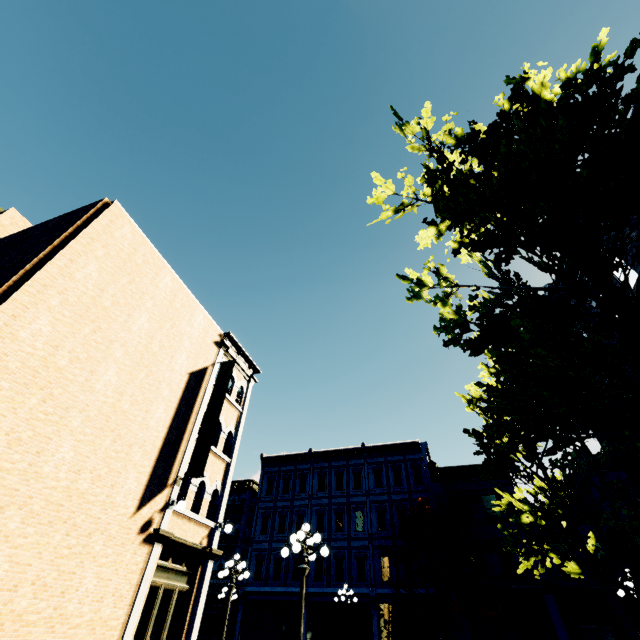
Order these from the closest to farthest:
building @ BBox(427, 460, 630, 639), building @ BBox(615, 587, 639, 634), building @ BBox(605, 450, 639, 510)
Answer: building @ BBox(605, 450, 639, 510) < building @ BBox(615, 587, 639, 634) < building @ BBox(427, 460, 630, 639)

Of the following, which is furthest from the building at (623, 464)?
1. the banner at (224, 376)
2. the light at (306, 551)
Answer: the banner at (224, 376)

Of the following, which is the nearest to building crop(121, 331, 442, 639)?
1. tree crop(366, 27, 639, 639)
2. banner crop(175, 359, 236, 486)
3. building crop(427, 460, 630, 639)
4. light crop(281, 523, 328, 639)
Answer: building crop(427, 460, 630, 639)

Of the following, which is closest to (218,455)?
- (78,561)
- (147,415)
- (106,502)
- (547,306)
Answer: (147,415)

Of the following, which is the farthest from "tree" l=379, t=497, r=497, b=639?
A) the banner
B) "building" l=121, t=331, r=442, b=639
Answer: the banner

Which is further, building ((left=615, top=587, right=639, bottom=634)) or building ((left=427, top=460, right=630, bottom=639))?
building ((left=427, top=460, right=630, bottom=639))

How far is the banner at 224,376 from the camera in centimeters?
1130cm

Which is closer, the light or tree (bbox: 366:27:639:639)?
tree (bbox: 366:27:639:639)
